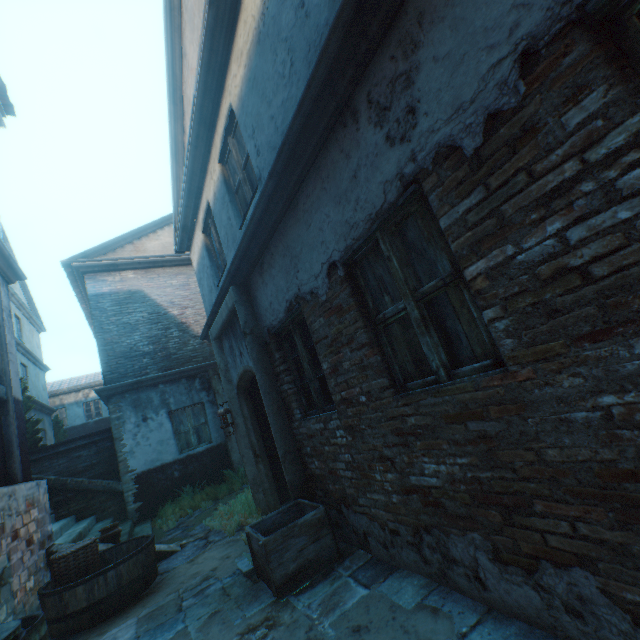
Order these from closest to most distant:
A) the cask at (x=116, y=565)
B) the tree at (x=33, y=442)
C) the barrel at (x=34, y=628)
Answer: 1. the barrel at (x=34, y=628)
2. the cask at (x=116, y=565)
3. the tree at (x=33, y=442)

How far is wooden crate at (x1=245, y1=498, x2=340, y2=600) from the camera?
3.2m

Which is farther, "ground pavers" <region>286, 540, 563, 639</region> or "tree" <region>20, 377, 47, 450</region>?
"tree" <region>20, 377, 47, 450</region>

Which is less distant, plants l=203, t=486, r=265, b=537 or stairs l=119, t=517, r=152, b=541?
plants l=203, t=486, r=265, b=537

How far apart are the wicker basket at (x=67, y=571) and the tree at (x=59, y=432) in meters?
17.4

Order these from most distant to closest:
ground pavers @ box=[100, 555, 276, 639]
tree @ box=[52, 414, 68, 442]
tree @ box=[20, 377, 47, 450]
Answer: tree @ box=[52, 414, 68, 442]
tree @ box=[20, 377, 47, 450]
ground pavers @ box=[100, 555, 276, 639]

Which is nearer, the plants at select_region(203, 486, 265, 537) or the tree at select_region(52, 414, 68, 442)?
the plants at select_region(203, 486, 265, 537)

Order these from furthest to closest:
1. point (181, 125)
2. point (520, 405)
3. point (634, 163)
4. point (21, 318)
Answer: point (21, 318)
point (181, 125)
point (520, 405)
point (634, 163)
